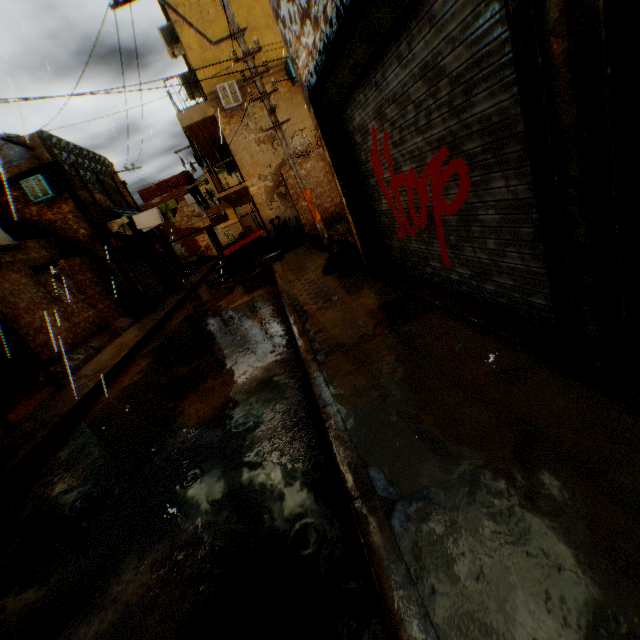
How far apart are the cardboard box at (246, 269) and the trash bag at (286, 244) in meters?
0.2

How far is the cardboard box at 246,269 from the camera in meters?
12.8

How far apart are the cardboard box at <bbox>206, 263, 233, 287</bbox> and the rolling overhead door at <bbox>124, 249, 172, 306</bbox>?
0.1 meters

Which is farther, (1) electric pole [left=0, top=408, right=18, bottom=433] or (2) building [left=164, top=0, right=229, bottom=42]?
(2) building [left=164, top=0, right=229, bottom=42]

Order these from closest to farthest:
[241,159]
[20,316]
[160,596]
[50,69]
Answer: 1. [160,596]
2. [50,69]
3. [20,316]
4. [241,159]

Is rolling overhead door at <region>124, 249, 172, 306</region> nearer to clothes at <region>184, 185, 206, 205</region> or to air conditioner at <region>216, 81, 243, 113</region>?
clothes at <region>184, 185, 206, 205</region>

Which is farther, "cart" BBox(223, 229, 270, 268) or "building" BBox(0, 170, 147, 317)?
"cart" BBox(223, 229, 270, 268)

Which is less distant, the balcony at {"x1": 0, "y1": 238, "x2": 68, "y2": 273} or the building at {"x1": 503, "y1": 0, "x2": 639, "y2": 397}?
A: the building at {"x1": 503, "y1": 0, "x2": 639, "y2": 397}
